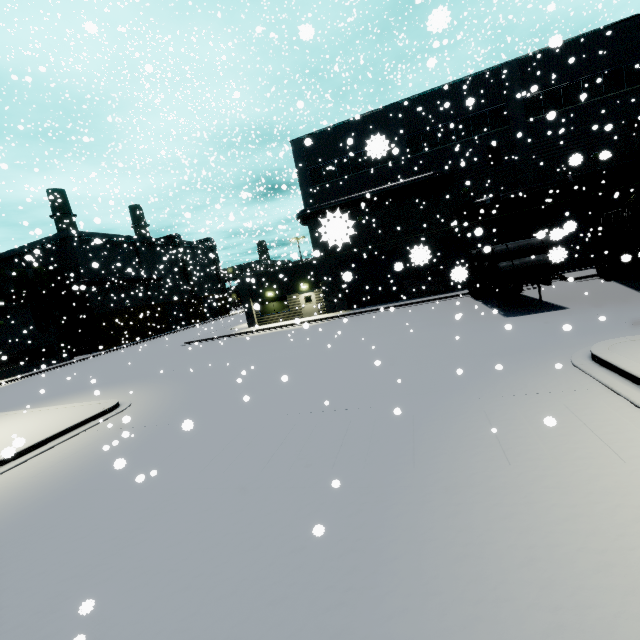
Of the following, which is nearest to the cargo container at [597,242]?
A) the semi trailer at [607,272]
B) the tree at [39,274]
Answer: the semi trailer at [607,272]

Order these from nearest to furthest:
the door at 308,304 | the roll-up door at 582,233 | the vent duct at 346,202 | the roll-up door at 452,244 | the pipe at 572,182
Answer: the roll-up door at 452,244, the roll-up door at 582,233, the pipe at 572,182, the vent duct at 346,202, the door at 308,304

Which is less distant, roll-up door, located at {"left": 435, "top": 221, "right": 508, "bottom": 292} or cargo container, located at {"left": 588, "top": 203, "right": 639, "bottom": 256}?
roll-up door, located at {"left": 435, "top": 221, "right": 508, "bottom": 292}

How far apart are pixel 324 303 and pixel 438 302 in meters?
10.3 m

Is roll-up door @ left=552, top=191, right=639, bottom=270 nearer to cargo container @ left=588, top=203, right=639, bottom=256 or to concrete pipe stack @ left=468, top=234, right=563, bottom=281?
cargo container @ left=588, top=203, right=639, bottom=256

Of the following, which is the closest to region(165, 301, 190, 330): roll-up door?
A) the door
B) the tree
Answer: the tree

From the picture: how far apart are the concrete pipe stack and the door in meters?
14.7 m

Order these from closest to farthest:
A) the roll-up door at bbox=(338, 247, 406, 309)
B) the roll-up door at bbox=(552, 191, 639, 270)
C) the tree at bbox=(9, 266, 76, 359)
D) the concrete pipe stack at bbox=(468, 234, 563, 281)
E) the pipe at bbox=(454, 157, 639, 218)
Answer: the roll-up door at bbox=(552, 191, 639, 270), the concrete pipe stack at bbox=(468, 234, 563, 281), the pipe at bbox=(454, 157, 639, 218), the roll-up door at bbox=(338, 247, 406, 309), the tree at bbox=(9, 266, 76, 359)
